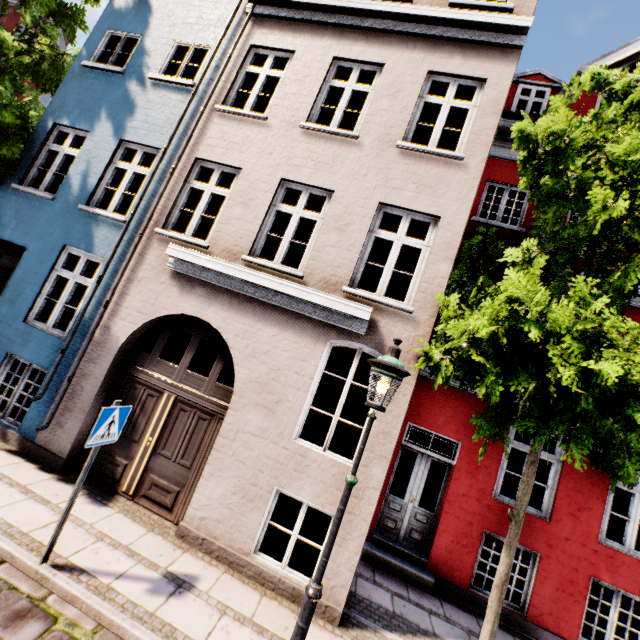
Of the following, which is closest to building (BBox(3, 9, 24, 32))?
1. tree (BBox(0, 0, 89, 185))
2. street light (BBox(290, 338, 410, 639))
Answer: tree (BBox(0, 0, 89, 185))

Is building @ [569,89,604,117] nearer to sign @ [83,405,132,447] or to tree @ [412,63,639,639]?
tree @ [412,63,639,639]

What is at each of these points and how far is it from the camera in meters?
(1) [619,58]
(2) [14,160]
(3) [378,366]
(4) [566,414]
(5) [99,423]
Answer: (1) building, 8.3 m
(2) tree, 7.4 m
(3) street light, 3.6 m
(4) tree, 3.8 m
(5) sign, 3.8 m

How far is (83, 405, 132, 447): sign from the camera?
3.8 meters

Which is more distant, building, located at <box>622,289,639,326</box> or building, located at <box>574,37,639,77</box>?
building, located at <box>574,37,639,77</box>

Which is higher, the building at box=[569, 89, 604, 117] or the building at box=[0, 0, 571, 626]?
the building at box=[569, 89, 604, 117]

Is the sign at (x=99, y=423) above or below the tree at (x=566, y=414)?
below

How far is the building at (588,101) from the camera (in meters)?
8.27
